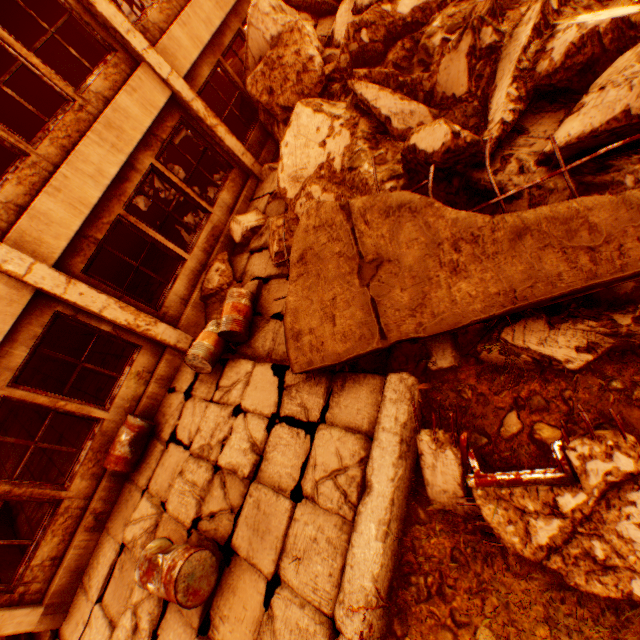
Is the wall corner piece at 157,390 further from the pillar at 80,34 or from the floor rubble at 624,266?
the pillar at 80,34

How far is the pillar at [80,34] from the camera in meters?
11.6

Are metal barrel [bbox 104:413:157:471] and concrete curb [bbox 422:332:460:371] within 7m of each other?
yes

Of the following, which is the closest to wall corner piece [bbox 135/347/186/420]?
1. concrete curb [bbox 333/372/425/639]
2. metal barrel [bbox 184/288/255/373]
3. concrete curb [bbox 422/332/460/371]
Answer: metal barrel [bbox 184/288/255/373]

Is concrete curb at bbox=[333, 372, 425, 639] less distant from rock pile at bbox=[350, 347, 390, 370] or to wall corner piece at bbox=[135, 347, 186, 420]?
rock pile at bbox=[350, 347, 390, 370]

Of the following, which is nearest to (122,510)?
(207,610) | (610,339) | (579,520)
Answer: (207,610)

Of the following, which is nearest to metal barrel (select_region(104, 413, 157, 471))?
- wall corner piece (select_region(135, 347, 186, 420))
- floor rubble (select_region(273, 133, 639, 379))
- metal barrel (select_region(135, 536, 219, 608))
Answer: wall corner piece (select_region(135, 347, 186, 420))

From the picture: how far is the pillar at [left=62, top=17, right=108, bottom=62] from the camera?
11.6 meters
